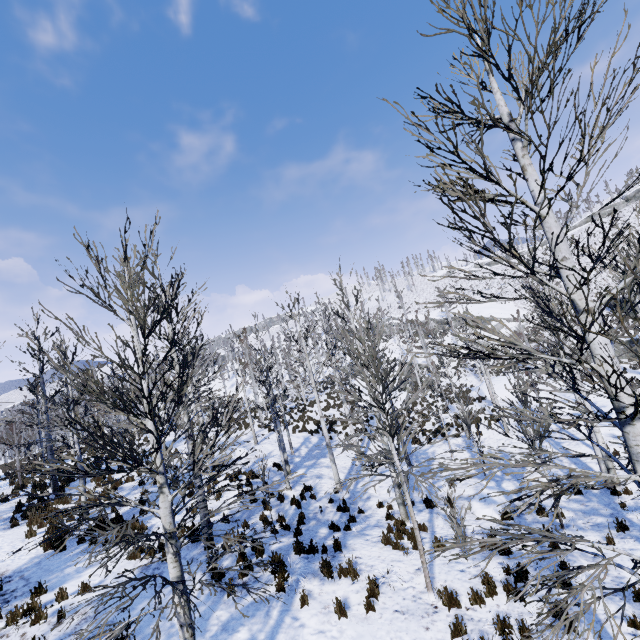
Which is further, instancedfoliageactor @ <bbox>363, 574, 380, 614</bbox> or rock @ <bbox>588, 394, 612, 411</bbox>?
rock @ <bbox>588, 394, 612, 411</bbox>

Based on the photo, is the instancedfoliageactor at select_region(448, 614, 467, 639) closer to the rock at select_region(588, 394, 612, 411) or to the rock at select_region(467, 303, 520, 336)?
the rock at select_region(588, 394, 612, 411)

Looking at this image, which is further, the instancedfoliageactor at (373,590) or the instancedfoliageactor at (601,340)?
the instancedfoliageactor at (373,590)

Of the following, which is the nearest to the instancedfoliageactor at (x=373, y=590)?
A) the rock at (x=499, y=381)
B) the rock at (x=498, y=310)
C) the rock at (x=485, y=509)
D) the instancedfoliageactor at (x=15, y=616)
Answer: the rock at (x=485, y=509)

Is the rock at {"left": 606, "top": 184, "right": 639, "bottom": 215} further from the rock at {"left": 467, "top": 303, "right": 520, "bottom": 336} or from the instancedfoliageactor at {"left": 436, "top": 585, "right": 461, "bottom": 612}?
the instancedfoliageactor at {"left": 436, "top": 585, "right": 461, "bottom": 612}

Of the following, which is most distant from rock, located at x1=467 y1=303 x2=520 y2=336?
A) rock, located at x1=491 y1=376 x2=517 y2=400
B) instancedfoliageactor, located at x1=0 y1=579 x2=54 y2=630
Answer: instancedfoliageactor, located at x1=0 y1=579 x2=54 y2=630

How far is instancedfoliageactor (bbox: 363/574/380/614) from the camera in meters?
6.8 m

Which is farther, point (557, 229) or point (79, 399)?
point (79, 399)
